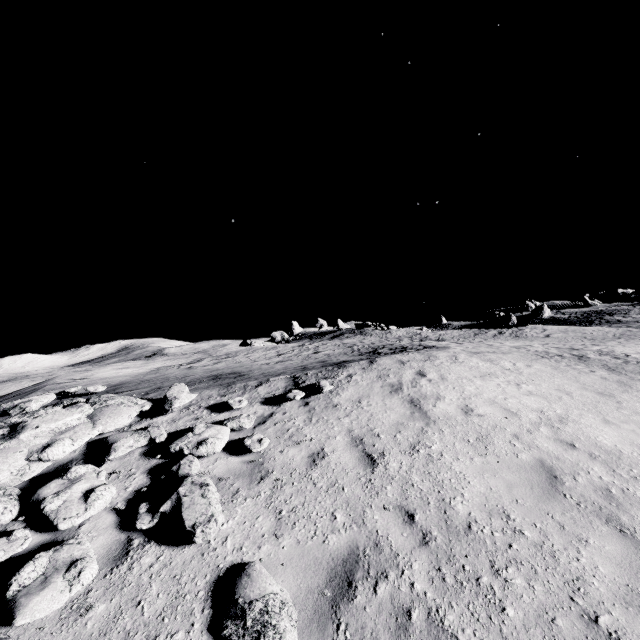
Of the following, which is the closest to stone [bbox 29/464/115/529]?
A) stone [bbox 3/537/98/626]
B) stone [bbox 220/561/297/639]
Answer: stone [bbox 3/537/98/626]

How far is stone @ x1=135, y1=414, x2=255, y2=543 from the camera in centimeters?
457cm

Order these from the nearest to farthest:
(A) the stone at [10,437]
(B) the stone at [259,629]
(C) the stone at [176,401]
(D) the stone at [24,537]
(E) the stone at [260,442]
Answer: (B) the stone at [259,629] → (D) the stone at [24,537] → (A) the stone at [10,437] → (E) the stone at [260,442] → (C) the stone at [176,401]

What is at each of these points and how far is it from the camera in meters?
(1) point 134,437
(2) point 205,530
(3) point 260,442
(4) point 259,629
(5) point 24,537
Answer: (1) stone, 6.8 m
(2) stone, 4.4 m
(3) stone, 6.6 m
(4) stone, 3.4 m
(5) stone, 4.6 m

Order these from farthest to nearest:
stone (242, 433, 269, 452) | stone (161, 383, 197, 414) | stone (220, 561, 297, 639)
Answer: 1. stone (161, 383, 197, 414)
2. stone (242, 433, 269, 452)
3. stone (220, 561, 297, 639)

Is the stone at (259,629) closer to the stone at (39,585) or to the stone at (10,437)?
the stone at (39,585)

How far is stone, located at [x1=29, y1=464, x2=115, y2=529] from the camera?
4.84m

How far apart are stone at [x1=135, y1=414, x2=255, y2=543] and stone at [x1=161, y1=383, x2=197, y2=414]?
2.8m
